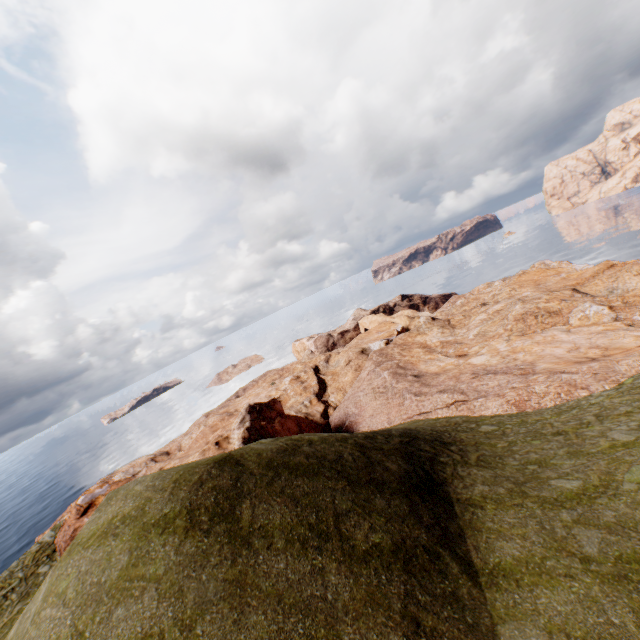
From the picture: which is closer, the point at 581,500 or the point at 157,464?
the point at 581,500
